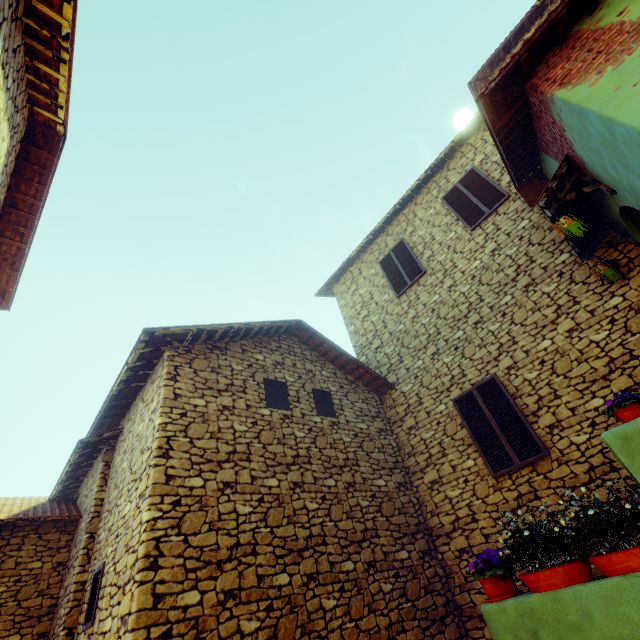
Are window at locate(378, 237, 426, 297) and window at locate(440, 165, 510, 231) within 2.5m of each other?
yes

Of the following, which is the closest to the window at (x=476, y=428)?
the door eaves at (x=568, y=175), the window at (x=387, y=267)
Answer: the door eaves at (x=568, y=175)

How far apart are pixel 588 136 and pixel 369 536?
6.7m

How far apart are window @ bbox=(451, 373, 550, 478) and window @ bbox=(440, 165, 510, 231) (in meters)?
3.68

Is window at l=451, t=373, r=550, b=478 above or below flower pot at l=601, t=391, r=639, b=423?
above

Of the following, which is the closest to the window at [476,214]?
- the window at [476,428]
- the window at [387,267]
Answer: the window at [387,267]

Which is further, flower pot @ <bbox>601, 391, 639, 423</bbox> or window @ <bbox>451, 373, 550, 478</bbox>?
window @ <bbox>451, 373, 550, 478</bbox>

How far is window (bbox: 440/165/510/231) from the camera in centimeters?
778cm
